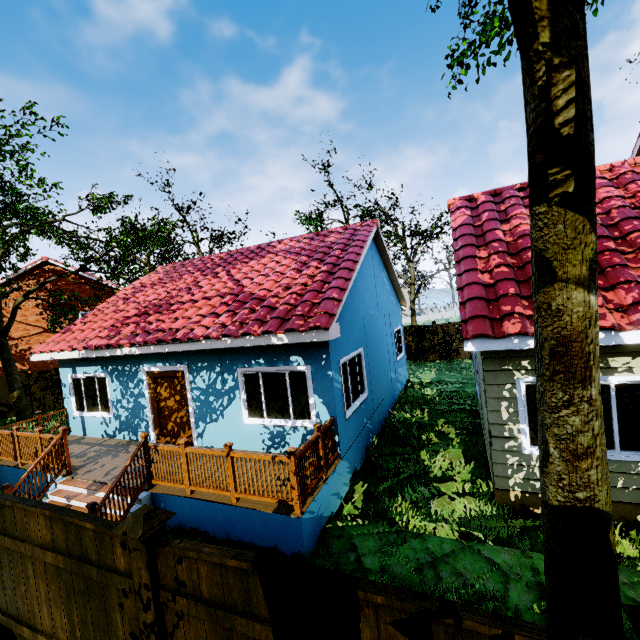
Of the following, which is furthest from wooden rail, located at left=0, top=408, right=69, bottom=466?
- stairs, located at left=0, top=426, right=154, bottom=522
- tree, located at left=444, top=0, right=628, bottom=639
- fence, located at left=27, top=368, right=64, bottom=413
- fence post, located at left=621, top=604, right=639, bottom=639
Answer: fence post, located at left=621, top=604, right=639, bottom=639

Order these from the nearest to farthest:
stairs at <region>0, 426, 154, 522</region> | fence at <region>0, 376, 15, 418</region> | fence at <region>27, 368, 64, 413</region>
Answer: stairs at <region>0, 426, 154, 522</region>, fence at <region>0, 376, 15, 418</region>, fence at <region>27, 368, 64, 413</region>

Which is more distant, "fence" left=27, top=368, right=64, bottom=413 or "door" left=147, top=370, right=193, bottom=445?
"fence" left=27, top=368, right=64, bottom=413

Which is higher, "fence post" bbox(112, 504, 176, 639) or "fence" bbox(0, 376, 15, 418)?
"fence post" bbox(112, 504, 176, 639)

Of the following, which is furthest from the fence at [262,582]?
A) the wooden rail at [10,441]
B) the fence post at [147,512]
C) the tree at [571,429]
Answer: the wooden rail at [10,441]

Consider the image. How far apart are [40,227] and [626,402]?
33.52m

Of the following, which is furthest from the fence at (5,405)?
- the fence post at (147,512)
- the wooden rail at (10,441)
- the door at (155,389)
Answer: the door at (155,389)

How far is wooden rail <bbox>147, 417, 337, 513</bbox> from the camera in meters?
5.4 m
